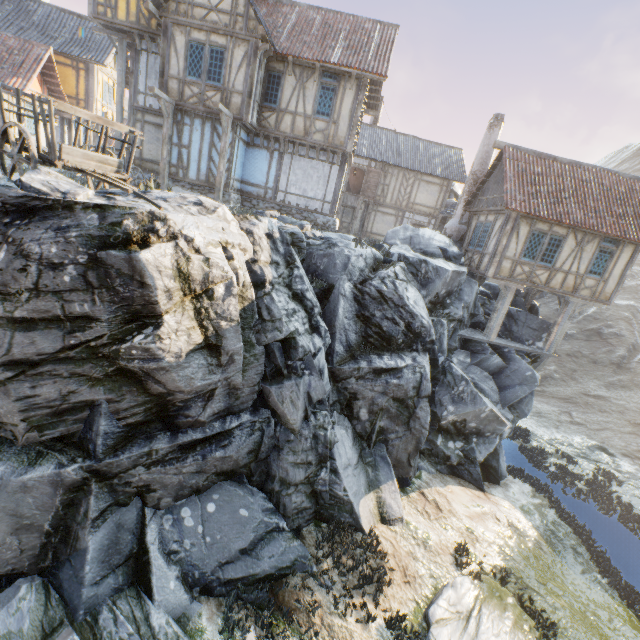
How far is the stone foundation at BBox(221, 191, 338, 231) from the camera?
15.1 meters

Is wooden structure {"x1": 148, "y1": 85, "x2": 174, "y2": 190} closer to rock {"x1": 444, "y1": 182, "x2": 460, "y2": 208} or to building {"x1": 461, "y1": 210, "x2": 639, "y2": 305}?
building {"x1": 461, "y1": 210, "x2": 639, "y2": 305}

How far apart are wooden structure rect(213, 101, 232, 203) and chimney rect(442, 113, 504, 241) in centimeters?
1252cm

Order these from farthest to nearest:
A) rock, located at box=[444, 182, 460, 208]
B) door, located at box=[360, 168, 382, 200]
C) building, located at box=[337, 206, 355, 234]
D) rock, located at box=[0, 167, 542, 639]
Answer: rock, located at box=[444, 182, 460, 208] < building, located at box=[337, 206, 355, 234] < door, located at box=[360, 168, 382, 200] < rock, located at box=[0, 167, 542, 639]

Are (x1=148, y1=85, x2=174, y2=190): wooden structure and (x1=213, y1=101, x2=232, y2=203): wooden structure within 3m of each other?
yes

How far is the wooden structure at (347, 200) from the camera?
23.5m

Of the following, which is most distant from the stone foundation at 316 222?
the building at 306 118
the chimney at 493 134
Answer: the chimney at 493 134

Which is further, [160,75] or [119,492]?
[160,75]
